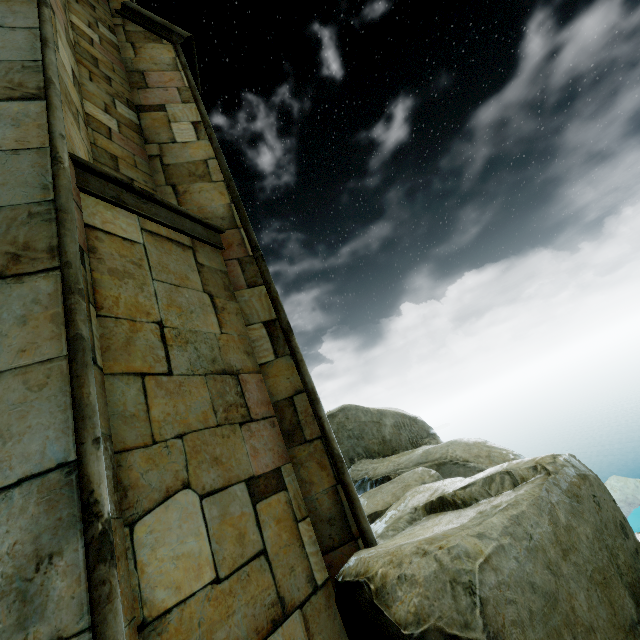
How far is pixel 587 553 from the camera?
2.2m
